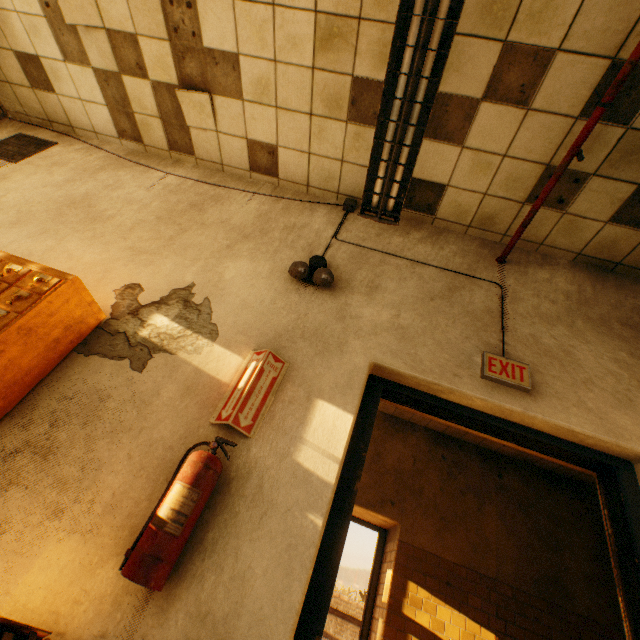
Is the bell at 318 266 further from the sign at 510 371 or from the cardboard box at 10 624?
the cardboard box at 10 624

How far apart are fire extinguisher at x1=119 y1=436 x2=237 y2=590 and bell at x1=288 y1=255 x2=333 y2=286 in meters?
1.4 m

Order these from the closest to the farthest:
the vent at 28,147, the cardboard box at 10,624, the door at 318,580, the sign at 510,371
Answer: the cardboard box at 10,624 < the door at 318,580 < the sign at 510,371 < the vent at 28,147

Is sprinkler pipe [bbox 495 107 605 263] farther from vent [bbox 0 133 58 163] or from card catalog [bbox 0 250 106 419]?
vent [bbox 0 133 58 163]

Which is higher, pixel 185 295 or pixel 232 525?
pixel 185 295

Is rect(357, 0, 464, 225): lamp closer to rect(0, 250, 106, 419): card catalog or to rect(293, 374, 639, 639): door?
rect(293, 374, 639, 639): door

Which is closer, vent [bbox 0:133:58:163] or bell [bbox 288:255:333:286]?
bell [bbox 288:255:333:286]

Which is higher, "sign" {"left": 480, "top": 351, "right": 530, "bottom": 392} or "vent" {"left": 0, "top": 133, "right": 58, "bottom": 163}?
"vent" {"left": 0, "top": 133, "right": 58, "bottom": 163}
